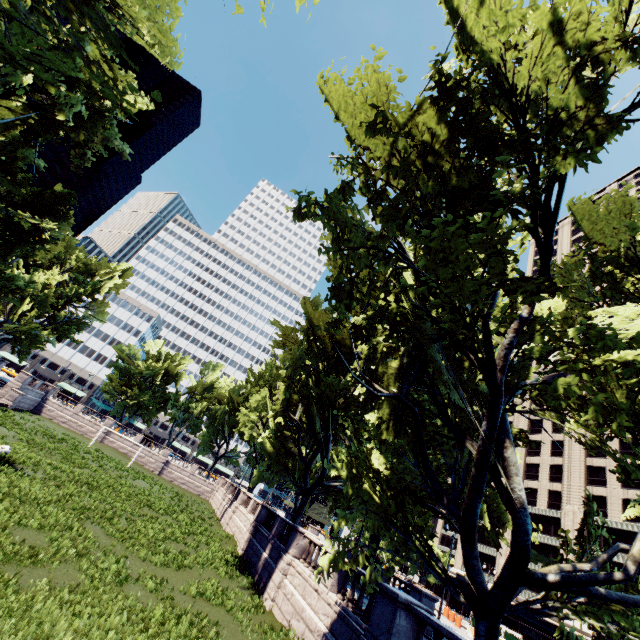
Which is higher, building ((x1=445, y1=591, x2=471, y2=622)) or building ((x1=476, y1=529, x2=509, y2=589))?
building ((x1=476, y1=529, x2=509, y2=589))

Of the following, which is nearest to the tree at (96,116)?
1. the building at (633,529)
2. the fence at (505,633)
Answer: the building at (633,529)

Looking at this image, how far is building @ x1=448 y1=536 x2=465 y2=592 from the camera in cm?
5554

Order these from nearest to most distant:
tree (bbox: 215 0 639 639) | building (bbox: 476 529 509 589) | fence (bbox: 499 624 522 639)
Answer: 1. tree (bbox: 215 0 639 639)
2. fence (bbox: 499 624 522 639)
3. building (bbox: 476 529 509 589)

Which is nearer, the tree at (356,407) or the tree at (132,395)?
the tree at (356,407)

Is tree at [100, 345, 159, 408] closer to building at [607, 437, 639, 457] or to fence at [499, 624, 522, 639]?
building at [607, 437, 639, 457]

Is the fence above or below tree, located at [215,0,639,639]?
below

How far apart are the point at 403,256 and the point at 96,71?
10.99m
